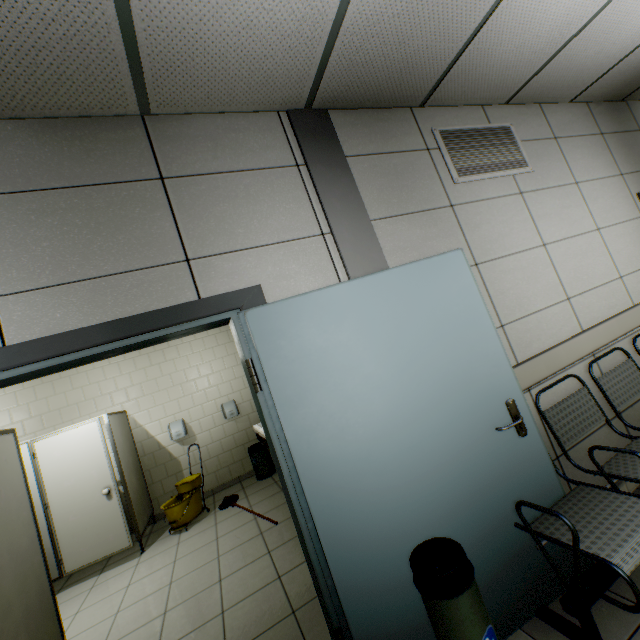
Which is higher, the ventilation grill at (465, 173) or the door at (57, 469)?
the ventilation grill at (465, 173)

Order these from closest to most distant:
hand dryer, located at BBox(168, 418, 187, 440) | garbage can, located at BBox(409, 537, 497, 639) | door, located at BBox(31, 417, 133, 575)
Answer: garbage can, located at BBox(409, 537, 497, 639) < door, located at BBox(31, 417, 133, 575) < hand dryer, located at BBox(168, 418, 187, 440)

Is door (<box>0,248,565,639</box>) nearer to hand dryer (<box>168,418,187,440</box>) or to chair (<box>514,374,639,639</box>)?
chair (<box>514,374,639,639</box>)

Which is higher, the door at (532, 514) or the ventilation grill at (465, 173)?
the ventilation grill at (465, 173)

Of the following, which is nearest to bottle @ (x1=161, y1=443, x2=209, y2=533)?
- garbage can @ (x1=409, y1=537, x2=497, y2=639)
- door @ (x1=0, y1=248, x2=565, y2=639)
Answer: door @ (x1=0, y1=248, x2=565, y2=639)

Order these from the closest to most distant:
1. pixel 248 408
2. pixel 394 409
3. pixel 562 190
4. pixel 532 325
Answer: pixel 394 409, pixel 532 325, pixel 562 190, pixel 248 408

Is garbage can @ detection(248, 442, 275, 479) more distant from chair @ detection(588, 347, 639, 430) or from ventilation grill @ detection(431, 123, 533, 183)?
ventilation grill @ detection(431, 123, 533, 183)

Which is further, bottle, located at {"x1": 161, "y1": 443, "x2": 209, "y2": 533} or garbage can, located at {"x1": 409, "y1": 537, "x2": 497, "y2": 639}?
bottle, located at {"x1": 161, "y1": 443, "x2": 209, "y2": 533}
